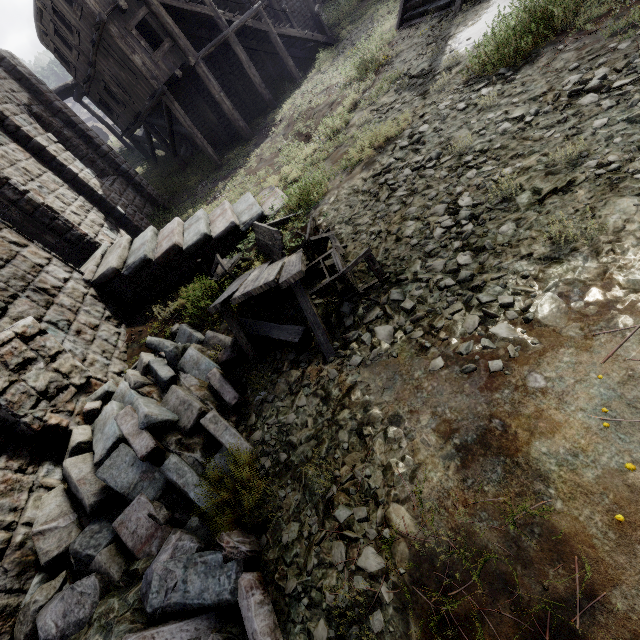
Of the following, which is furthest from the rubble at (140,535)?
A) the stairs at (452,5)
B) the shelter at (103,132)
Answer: the shelter at (103,132)

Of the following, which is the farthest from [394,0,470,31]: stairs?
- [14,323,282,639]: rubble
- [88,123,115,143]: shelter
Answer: [88,123,115,143]: shelter

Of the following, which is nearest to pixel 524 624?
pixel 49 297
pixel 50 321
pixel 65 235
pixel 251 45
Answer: pixel 50 321

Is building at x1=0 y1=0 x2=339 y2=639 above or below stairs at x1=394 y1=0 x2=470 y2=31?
above

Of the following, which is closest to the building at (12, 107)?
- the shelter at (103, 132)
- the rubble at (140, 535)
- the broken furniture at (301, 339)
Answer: the rubble at (140, 535)

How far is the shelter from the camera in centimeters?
4928cm

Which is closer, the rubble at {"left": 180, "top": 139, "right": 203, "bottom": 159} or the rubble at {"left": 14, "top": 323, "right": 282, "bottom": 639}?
the rubble at {"left": 14, "top": 323, "right": 282, "bottom": 639}

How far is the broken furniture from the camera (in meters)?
4.30
